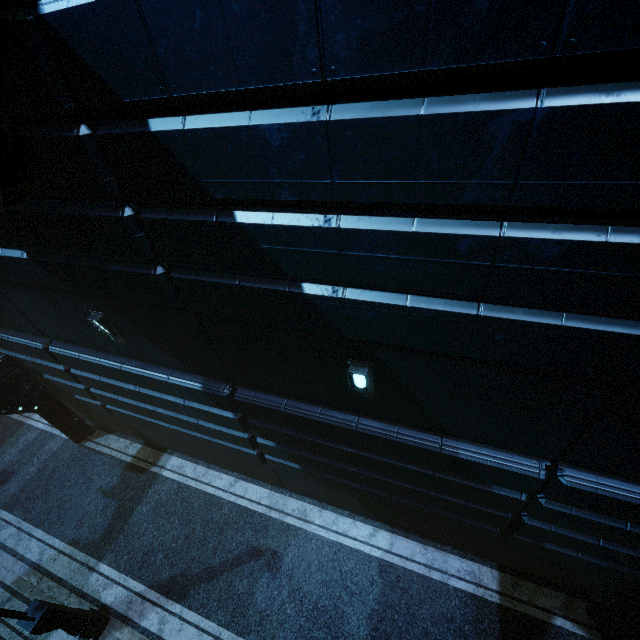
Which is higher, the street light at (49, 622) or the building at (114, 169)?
the building at (114, 169)

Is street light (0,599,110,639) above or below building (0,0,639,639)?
below

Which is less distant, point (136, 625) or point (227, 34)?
point (227, 34)

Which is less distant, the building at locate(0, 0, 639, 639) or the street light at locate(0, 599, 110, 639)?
the building at locate(0, 0, 639, 639)

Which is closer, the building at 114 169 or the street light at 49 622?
the building at 114 169
